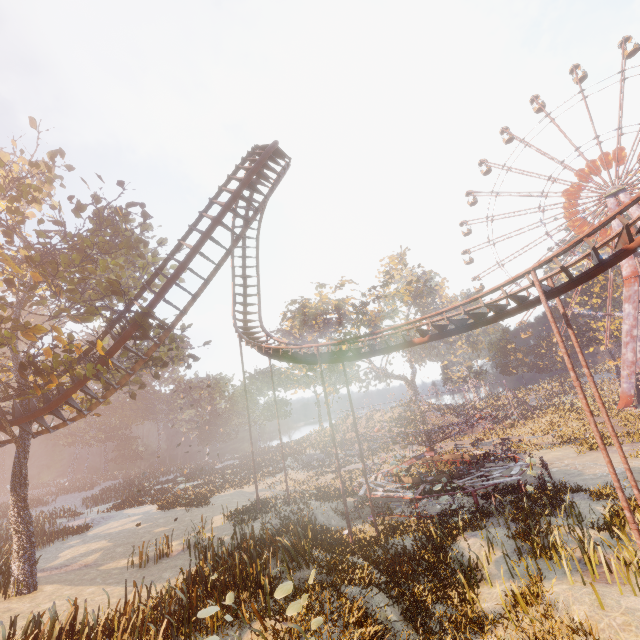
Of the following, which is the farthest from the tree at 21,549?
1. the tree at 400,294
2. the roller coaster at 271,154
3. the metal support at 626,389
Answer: the metal support at 626,389

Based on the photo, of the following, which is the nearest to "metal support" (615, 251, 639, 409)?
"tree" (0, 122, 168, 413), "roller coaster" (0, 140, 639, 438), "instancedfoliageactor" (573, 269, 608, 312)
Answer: "instancedfoliageactor" (573, 269, 608, 312)

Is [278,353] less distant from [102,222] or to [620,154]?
[102,222]

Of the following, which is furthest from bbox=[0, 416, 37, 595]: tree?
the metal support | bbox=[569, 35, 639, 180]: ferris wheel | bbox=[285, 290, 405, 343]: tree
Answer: bbox=[569, 35, 639, 180]: ferris wheel

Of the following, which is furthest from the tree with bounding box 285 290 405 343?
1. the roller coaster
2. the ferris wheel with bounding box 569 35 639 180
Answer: the ferris wheel with bounding box 569 35 639 180

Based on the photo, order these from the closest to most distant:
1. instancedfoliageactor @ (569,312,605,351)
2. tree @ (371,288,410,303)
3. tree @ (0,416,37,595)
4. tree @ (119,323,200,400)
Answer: tree @ (0,416,37,595) < tree @ (119,323,200,400) < tree @ (371,288,410,303) < instancedfoliageactor @ (569,312,605,351)

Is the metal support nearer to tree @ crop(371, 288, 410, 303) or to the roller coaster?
tree @ crop(371, 288, 410, 303)

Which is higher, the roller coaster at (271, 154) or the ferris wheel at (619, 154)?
the ferris wheel at (619, 154)
